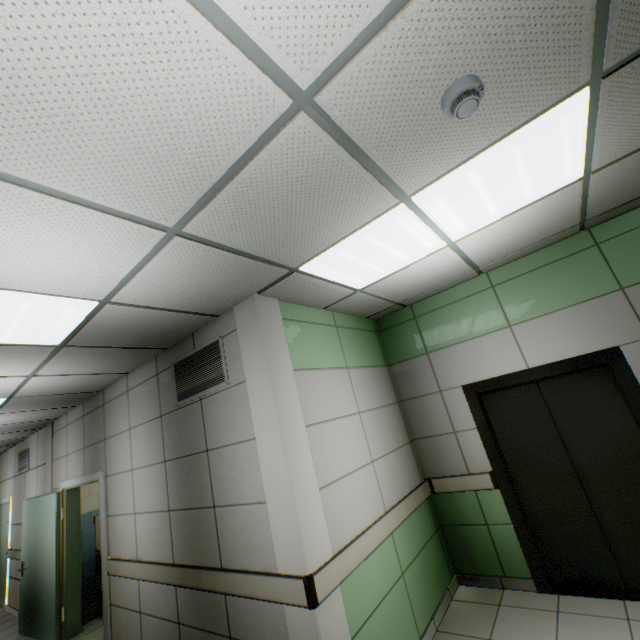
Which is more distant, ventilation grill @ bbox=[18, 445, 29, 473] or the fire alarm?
ventilation grill @ bbox=[18, 445, 29, 473]

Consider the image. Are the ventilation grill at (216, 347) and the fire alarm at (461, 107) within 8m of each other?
yes

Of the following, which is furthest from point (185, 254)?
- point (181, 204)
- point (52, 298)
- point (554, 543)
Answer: point (554, 543)

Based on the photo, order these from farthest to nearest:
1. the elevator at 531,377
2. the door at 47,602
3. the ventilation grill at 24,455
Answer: the ventilation grill at 24,455, the door at 47,602, the elevator at 531,377

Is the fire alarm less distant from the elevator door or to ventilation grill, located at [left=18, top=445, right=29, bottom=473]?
the elevator door

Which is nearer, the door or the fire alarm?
the fire alarm

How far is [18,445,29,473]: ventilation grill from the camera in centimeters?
682cm

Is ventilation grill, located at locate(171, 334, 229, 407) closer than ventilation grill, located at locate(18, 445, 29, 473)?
Yes
